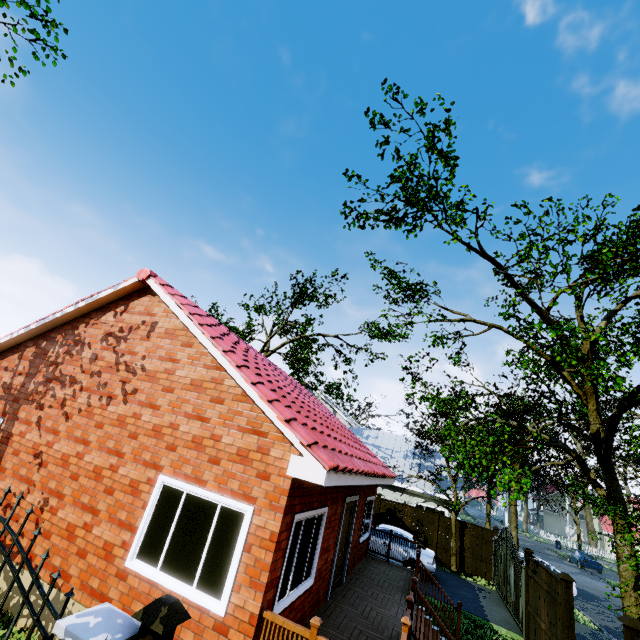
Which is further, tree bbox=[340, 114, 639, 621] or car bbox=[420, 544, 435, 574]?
car bbox=[420, 544, 435, 574]

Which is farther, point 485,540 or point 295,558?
point 485,540

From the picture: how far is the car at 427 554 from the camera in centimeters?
1397cm

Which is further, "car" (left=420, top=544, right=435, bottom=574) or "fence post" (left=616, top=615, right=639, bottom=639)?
"car" (left=420, top=544, right=435, bottom=574)

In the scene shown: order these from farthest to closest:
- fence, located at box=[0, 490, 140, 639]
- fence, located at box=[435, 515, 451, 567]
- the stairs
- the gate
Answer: fence, located at box=[435, 515, 451, 567] < the gate < the stairs < fence, located at box=[0, 490, 140, 639]

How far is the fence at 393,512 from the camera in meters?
18.1 m

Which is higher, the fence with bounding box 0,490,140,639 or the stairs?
the fence with bounding box 0,490,140,639

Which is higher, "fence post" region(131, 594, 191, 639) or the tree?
the tree
